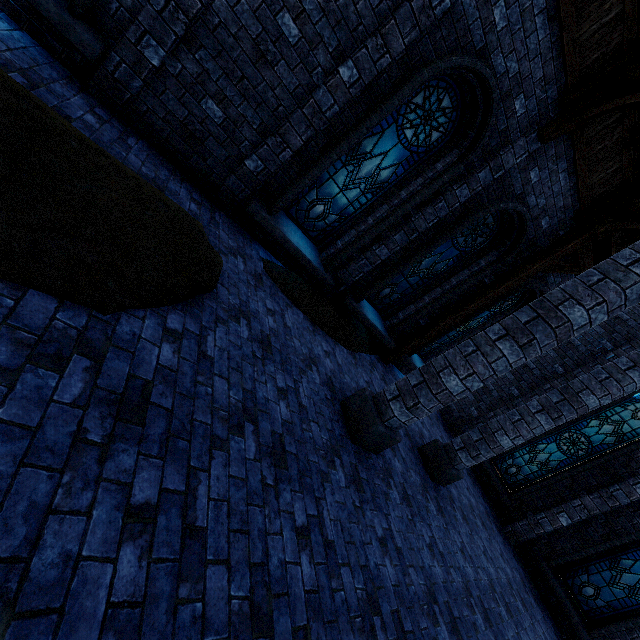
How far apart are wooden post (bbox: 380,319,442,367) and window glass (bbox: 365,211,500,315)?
0.8m

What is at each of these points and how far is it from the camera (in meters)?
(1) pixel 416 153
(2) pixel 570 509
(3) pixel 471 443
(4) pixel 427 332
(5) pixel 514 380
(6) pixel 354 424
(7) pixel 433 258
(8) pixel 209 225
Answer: (1) window glass, 6.21
(2) building, 8.60
(3) pillar, 6.49
(4) wooden post, 8.78
(5) building, 11.05
(6) pillar, 4.69
(7) window glass, 8.06
(8) walkway, 4.95

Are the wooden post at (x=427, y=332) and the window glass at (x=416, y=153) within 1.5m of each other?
no

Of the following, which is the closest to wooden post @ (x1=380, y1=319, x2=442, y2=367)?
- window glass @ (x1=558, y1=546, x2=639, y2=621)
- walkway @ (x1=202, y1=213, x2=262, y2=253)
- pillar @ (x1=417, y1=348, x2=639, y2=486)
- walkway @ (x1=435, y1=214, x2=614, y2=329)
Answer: walkway @ (x1=435, y1=214, x2=614, y2=329)

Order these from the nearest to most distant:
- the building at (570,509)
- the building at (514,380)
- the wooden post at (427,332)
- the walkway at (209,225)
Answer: the walkway at (209,225) → the building at (570,509) → the wooden post at (427,332) → the building at (514,380)

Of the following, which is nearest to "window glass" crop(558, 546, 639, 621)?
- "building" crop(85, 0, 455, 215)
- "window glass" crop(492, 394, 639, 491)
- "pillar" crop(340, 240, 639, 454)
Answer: "building" crop(85, 0, 455, 215)

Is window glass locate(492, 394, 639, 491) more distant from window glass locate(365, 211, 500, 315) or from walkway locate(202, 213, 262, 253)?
walkway locate(202, 213, 262, 253)

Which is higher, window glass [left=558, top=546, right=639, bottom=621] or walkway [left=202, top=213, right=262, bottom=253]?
window glass [left=558, top=546, right=639, bottom=621]
